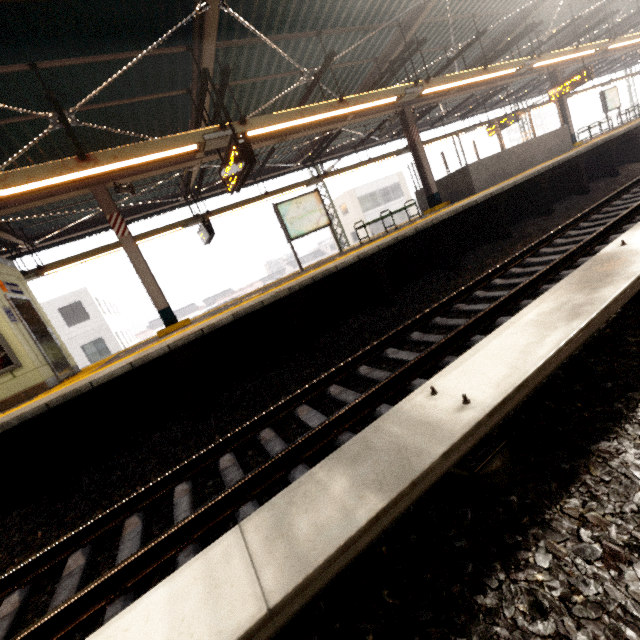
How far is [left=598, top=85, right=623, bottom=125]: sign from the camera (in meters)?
16.75

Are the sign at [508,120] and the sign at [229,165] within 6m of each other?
no

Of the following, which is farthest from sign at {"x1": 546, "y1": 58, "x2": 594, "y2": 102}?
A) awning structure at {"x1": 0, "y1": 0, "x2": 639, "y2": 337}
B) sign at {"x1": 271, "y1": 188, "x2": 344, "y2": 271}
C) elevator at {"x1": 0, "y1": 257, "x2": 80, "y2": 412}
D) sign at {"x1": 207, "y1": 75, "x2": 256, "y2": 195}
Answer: elevator at {"x1": 0, "y1": 257, "x2": 80, "y2": 412}

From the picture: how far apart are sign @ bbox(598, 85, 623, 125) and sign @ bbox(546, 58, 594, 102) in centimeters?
602cm

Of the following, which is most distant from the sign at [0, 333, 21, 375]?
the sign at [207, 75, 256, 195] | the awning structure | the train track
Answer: the sign at [207, 75, 256, 195]

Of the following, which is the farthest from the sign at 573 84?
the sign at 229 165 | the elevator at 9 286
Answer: the elevator at 9 286

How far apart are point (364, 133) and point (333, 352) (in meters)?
11.05

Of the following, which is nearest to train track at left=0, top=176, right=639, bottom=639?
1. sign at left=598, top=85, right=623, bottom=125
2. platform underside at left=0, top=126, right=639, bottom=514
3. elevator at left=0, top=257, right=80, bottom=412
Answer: platform underside at left=0, top=126, right=639, bottom=514
